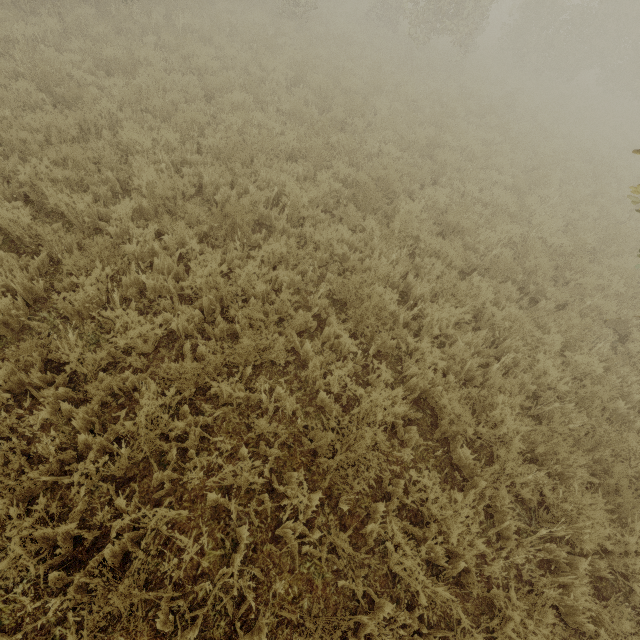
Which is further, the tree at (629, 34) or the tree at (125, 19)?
the tree at (629, 34)

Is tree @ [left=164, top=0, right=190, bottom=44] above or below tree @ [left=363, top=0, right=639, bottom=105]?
below

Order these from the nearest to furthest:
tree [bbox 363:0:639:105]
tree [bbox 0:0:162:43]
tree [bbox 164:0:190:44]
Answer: tree [bbox 0:0:162:43] < tree [bbox 164:0:190:44] < tree [bbox 363:0:639:105]

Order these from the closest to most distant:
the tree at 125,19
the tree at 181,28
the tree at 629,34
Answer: the tree at 125,19 → the tree at 181,28 → the tree at 629,34

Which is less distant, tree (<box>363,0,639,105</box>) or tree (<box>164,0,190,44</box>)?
tree (<box>164,0,190,44</box>)

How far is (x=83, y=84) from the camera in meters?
6.9
